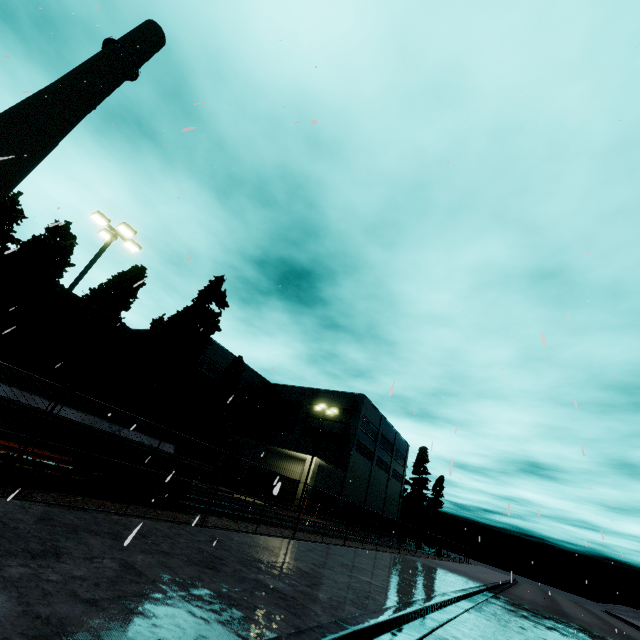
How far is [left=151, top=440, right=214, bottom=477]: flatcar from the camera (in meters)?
9.52

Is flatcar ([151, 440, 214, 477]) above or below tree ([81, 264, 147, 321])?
below

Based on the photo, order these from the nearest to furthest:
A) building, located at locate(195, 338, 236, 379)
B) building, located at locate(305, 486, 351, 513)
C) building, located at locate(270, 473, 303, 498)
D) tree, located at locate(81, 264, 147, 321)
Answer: building, located at locate(270, 473, 303, 498)
tree, located at locate(81, 264, 147, 321)
building, located at locate(305, 486, 351, 513)
building, located at locate(195, 338, 236, 379)

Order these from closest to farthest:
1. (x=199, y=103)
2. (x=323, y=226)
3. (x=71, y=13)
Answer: (x=199, y=103) < (x=323, y=226) < (x=71, y=13)

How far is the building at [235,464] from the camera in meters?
33.6

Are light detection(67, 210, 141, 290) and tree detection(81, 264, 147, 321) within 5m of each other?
no

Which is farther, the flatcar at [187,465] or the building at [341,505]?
the building at [341,505]

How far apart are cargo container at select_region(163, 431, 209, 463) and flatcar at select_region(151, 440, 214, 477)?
0.0m
